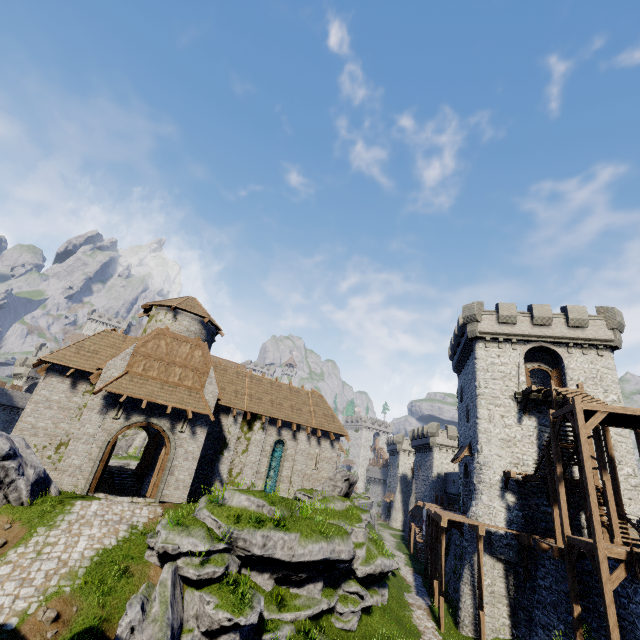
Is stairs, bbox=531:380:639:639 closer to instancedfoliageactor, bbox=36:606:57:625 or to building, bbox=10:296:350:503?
building, bbox=10:296:350:503

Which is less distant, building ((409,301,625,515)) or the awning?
the awning

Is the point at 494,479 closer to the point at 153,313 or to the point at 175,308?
the point at 175,308

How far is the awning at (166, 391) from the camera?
17.11m

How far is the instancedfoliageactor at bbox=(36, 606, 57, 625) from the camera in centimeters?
896cm

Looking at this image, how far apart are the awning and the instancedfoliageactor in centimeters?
880cm

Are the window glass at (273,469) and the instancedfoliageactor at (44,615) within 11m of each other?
no

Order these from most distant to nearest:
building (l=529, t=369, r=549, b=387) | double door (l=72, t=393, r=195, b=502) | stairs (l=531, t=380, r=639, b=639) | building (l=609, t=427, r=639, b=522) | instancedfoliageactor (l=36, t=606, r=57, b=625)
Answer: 1. building (l=529, t=369, r=549, b=387)
2. building (l=609, t=427, r=639, b=522)
3. double door (l=72, t=393, r=195, b=502)
4. stairs (l=531, t=380, r=639, b=639)
5. instancedfoliageactor (l=36, t=606, r=57, b=625)
